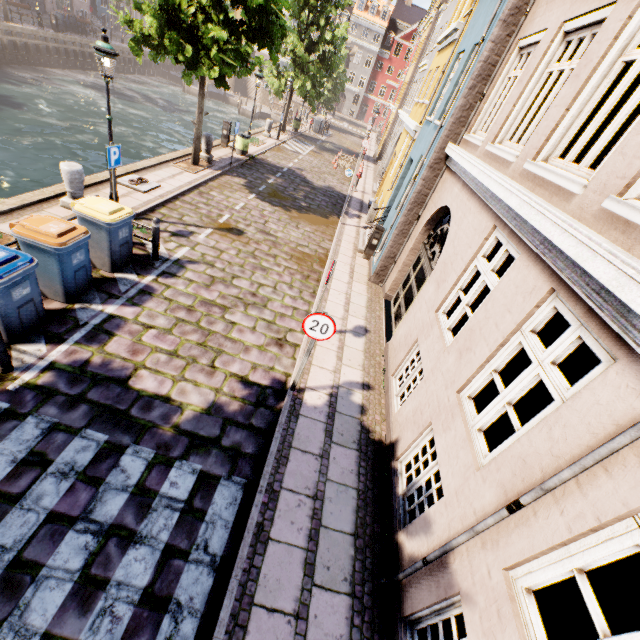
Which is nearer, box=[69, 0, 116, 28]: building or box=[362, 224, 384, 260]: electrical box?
box=[362, 224, 384, 260]: electrical box

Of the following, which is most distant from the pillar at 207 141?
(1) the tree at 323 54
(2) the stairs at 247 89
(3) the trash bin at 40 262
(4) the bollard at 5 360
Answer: (2) the stairs at 247 89

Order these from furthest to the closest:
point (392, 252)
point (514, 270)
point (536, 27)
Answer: point (392, 252) < point (536, 27) < point (514, 270)

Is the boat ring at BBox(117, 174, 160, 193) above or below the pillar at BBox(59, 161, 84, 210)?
below

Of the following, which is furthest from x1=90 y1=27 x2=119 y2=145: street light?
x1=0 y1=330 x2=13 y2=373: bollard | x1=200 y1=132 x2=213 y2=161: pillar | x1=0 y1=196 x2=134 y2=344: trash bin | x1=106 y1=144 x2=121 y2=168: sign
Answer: x1=200 y1=132 x2=213 y2=161: pillar

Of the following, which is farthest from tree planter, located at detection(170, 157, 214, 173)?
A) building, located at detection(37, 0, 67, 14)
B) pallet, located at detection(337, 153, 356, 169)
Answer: building, located at detection(37, 0, 67, 14)

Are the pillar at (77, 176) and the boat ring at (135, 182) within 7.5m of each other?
yes

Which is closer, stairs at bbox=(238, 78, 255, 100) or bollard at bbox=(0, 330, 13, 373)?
bollard at bbox=(0, 330, 13, 373)
